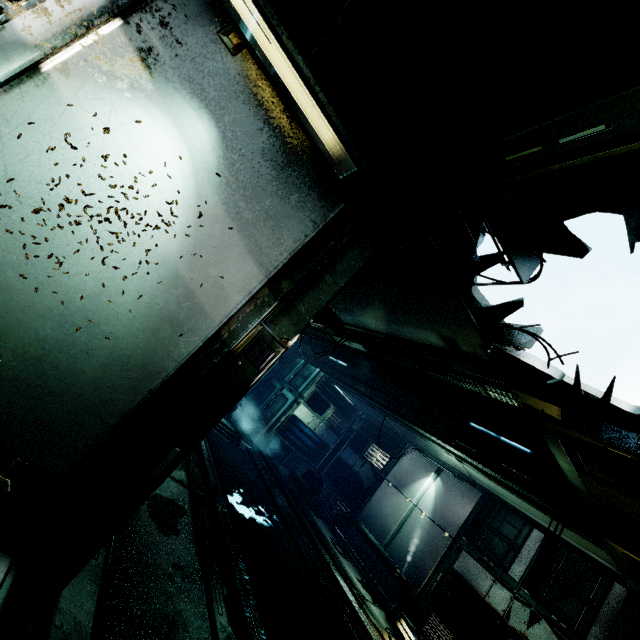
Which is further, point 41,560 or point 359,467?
point 359,467

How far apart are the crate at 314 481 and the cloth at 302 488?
0.18m

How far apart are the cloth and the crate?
0.2m

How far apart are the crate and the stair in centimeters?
326cm

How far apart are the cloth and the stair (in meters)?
2.36

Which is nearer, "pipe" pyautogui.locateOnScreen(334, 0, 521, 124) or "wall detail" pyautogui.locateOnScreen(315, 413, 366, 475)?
"pipe" pyautogui.locateOnScreen(334, 0, 521, 124)

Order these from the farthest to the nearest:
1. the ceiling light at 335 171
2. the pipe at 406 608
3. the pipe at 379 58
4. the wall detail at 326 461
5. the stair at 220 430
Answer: the wall detail at 326 461 → the stair at 220 430 → the pipe at 406 608 → the ceiling light at 335 171 → the pipe at 379 58

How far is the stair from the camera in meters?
11.8
